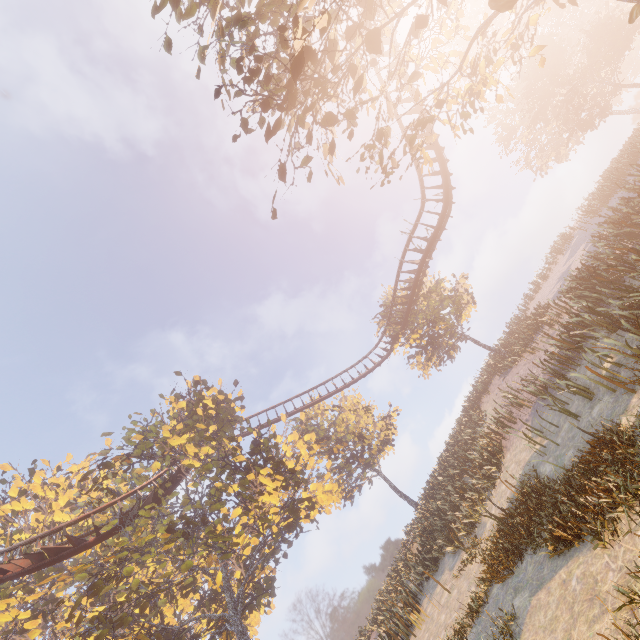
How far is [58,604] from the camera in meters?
14.3

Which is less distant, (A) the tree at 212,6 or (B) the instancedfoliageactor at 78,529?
(A) the tree at 212,6

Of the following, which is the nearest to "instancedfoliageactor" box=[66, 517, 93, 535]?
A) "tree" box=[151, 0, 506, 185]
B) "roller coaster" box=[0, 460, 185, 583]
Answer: "roller coaster" box=[0, 460, 185, 583]

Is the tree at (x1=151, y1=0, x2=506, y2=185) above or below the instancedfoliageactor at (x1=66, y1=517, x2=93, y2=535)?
below

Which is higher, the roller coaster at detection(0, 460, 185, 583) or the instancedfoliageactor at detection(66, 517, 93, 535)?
the instancedfoliageactor at detection(66, 517, 93, 535)

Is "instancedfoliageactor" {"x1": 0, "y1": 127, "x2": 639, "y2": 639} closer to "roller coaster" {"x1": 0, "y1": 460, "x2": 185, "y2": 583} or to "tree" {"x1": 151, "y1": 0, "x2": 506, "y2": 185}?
"roller coaster" {"x1": 0, "y1": 460, "x2": 185, "y2": 583}

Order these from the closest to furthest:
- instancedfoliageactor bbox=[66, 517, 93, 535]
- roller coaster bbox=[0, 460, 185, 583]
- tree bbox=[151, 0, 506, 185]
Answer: tree bbox=[151, 0, 506, 185] < roller coaster bbox=[0, 460, 185, 583] < instancedfoliageactor bbox=[66, 517, 93, 535]

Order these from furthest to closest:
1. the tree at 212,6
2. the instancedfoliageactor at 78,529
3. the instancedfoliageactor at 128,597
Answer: the instancedfoliageactor at 78,529, the instancedfoliageactor at 128,597, the tree at 212,6
